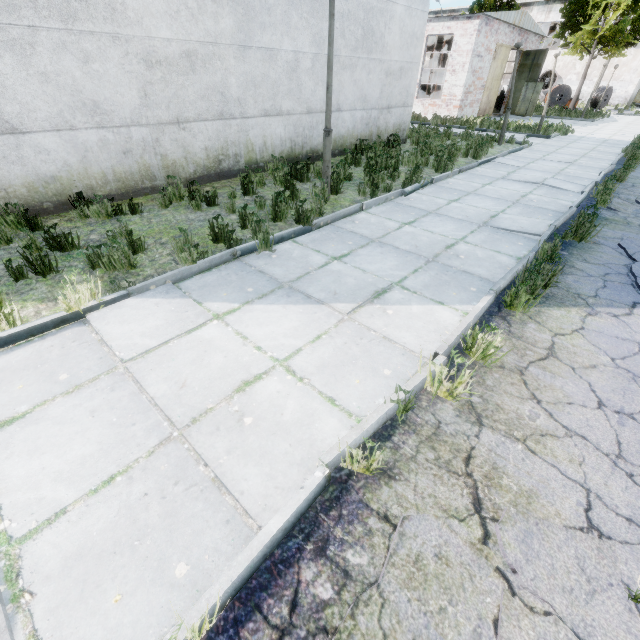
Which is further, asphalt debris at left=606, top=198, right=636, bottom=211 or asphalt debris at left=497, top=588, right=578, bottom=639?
asphalt debris at left=606, top=198, right=636, bottom=211

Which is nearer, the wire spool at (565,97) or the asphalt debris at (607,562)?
the asphalt debris at (607,562)

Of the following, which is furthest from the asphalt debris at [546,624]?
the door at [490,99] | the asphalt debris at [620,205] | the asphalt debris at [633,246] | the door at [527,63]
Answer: the door at [527,63]

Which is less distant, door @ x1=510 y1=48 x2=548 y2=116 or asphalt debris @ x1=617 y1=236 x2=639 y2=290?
asphalt debris @ x1=617 y1=236 x2=639 y2=290

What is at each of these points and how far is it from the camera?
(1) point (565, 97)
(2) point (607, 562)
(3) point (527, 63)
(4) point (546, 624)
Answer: (1) wire spool, 32.4m
(2) asphalt debris, 1.8m
(3) door, 22.9m
(4) asphalt debris, 1.6m

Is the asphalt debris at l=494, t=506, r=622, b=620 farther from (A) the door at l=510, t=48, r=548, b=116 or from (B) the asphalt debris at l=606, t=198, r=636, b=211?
(A) the door at l=510, t=48, r=548, b=116

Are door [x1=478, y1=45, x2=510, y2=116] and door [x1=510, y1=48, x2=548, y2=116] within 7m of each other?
yes

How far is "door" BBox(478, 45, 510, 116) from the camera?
20.7 meters
